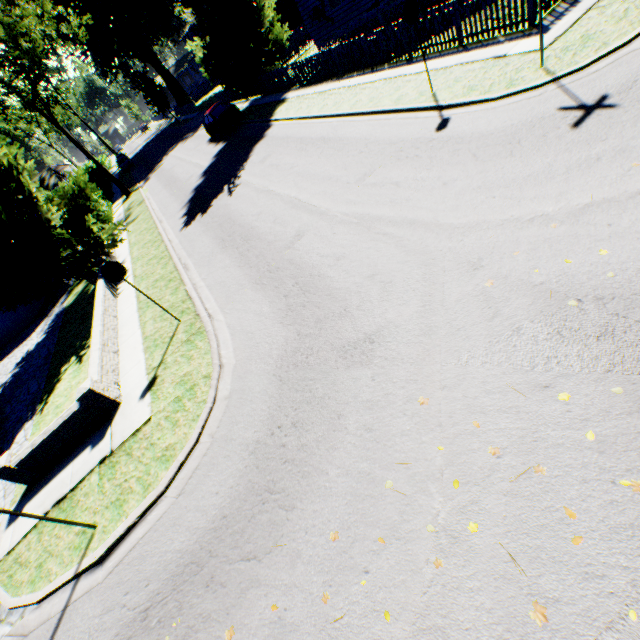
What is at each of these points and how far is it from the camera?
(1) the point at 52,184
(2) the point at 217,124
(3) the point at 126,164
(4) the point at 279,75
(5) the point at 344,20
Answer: (1) house, 54.8m
(2) car, 23.0m
(3) car, 43.2m
(4) fence, 21.6m
(5) house, 19.5m

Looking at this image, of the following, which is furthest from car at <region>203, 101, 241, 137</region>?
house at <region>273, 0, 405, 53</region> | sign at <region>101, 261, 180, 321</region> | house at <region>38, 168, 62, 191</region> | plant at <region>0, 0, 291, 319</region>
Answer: house at <region>38, 168, 62, 191</region>

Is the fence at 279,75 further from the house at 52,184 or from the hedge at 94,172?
the house at 52,184

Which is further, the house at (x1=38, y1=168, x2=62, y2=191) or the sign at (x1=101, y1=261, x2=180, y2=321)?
the house at (x1=38, y1=168, x2=62, y2=191)

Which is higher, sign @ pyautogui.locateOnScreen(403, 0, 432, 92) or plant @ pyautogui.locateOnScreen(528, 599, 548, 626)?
sign @ pyautogui.locateOnScreen(403, 0, 432, 92)

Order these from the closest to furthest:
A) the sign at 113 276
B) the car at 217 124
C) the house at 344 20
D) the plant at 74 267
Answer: the sign at 113 276, the plant at 74 267, the house at 344 20, the car at 217 124

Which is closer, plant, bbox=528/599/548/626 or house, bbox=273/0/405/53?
plant, bbox=528/599/548/626

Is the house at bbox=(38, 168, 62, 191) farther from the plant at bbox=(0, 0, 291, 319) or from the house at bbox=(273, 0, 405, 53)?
the house at bbox=(273, 0, 405, 53)
